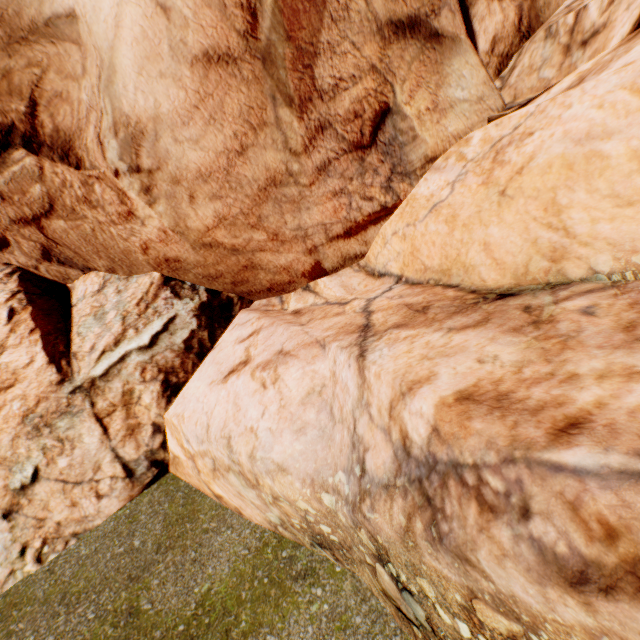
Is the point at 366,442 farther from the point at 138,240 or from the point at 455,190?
the point at 138,240
